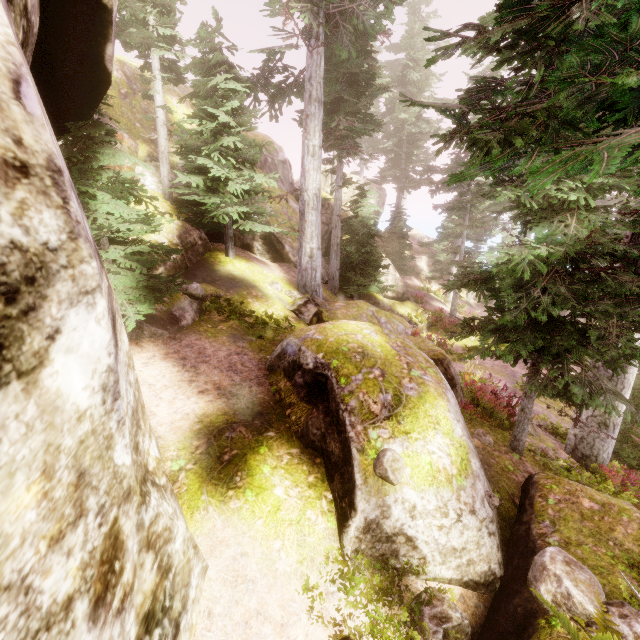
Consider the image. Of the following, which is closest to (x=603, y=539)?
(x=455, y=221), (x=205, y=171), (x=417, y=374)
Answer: (x=417, y=374)

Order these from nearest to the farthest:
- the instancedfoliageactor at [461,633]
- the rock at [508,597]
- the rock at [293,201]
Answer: the instancedfoliageactor at [461,633] → the rock at [508,597] → the rock at [293,201]

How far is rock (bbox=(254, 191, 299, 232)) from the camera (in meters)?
17.44

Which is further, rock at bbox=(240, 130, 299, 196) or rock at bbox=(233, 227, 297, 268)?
rock at bbox=(240, 130, 299, 196)

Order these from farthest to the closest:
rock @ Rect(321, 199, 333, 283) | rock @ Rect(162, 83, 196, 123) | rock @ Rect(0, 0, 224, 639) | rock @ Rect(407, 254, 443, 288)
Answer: rock @ Rect(407, 254, 443, 288) → rock @ Rect(321, 199, 333, 283) → rock @ Rect(162, 83, 196, 123) → rock @ Rect(0, 0, 224, 639)

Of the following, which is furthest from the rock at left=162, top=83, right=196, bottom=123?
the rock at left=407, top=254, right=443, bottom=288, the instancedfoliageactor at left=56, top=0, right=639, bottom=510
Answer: the rock at left=407, top=254, right=443, bottom=288

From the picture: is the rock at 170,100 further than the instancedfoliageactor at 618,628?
Yes
